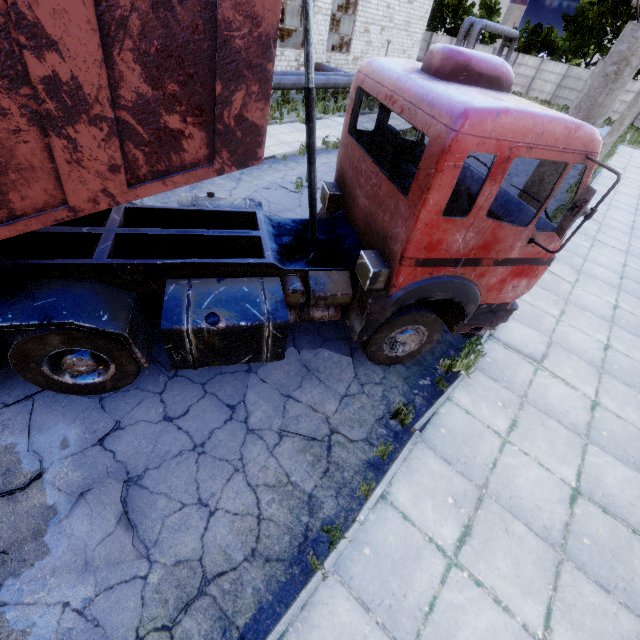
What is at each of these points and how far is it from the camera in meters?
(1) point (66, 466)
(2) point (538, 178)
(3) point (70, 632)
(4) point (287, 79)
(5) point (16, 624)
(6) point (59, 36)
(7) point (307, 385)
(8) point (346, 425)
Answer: (1) asphalt debris, 3.6
(2) lamp post, 4.8
(3) asphalt debris, 2.8
(4) pipe, 16.0
(5) asphalt debris, 2.7
(6) truck dump body, 1.7
(7) asphalt debris, 4.9
(8) asphalt debris, 4.5

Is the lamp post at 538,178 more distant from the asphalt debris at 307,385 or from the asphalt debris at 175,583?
the asphalt debris at 175,583

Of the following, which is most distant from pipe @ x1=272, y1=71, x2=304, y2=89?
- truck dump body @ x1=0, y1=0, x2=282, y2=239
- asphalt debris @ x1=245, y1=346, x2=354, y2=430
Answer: asphalt debris @ x1=245, y1=346, x2=354, y2=430

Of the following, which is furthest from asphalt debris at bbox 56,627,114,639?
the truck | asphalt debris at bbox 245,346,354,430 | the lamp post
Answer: the lamp post

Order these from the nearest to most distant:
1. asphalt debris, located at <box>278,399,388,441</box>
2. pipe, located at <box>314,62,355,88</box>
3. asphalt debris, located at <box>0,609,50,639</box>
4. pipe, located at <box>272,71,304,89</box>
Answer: asphalt debris, located at <box>0,609,50,639</box>, asphalt debris, located at <box>278,399,388,441</box>, pipe, located at <box>272,71,304,89</box>, pipe, located at <box>314,62,355,88</box>

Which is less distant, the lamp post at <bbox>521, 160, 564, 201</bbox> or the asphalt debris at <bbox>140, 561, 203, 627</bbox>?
the asphalt debris at <bbox>140, 561, 203, 627</bbox>

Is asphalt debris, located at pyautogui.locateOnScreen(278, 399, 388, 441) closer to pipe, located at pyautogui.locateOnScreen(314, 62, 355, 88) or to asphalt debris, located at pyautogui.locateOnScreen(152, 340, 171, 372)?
asphalt debris, located at pyautogui.locateOnScreen(152, 340, 171, 372)

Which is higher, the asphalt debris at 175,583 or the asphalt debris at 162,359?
the asphalt debris at 162,359
